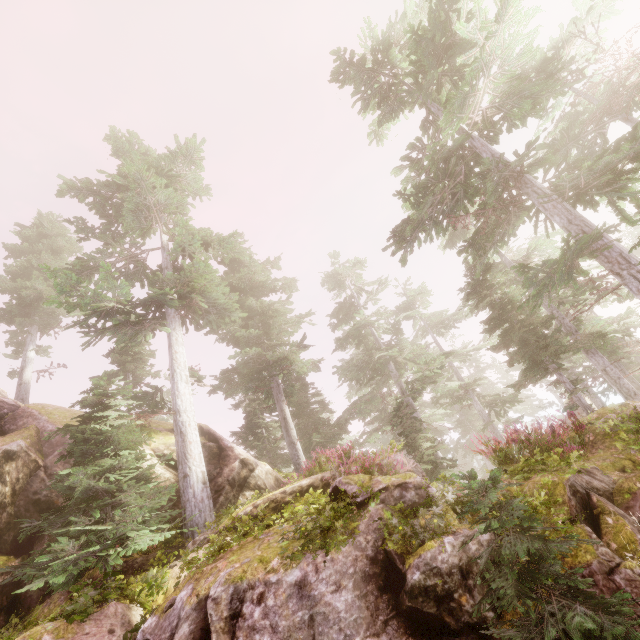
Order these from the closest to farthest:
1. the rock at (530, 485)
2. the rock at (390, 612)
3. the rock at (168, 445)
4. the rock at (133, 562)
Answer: the rock at (390, 612)
the rock at (530, 485)
the rock at (133, 562)
the rock at (168, 445)

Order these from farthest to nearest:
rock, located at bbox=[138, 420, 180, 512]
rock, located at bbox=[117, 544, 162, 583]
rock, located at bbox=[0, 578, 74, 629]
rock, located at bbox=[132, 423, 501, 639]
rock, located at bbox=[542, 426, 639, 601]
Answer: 1. rock, located at bbox=[138, 420, 180, 512]
2. rock, located at bbox=[117, 544, 162, 583]
3. rock, located at bbox=[0, 578, 74, 629]
4. rock, located at bbox=[132, 423, 501, 639]
5. rock, located at bbox=[542, 426, 639, 601]

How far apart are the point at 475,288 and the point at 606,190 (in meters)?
7.71

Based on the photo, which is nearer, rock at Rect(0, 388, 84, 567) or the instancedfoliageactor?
the instancedfoliageactor

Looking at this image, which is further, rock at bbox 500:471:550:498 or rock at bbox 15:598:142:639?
rock at bbox 15:598:142:639

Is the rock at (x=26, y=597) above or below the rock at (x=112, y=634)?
above
